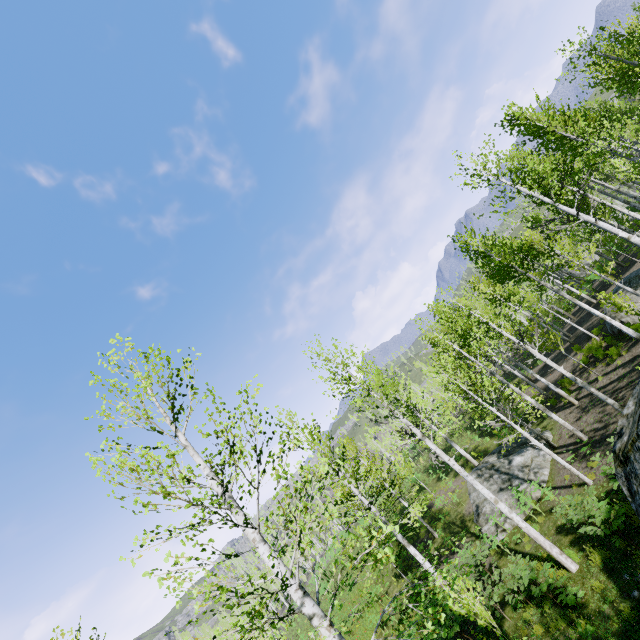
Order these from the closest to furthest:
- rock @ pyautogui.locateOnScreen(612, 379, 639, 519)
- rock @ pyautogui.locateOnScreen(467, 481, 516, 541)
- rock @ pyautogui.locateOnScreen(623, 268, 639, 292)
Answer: rock @ pyautogui.locateOnScreen(612, 379, 639, 519)
rock @ pyautogui.locateOnScreen(467, 481, 516, 541)
rock @ pyautogui.locateOnScreen(623, 268, 639, 292)

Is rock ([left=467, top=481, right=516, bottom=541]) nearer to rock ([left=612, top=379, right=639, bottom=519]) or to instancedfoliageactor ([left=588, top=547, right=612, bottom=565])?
instancedfoliageactor ([left=588, top=547, right=612, bottom=565])

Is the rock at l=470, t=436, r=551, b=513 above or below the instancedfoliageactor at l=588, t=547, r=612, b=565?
below

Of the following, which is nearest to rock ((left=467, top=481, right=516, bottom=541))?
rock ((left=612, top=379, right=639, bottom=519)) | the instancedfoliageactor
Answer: the instancedfoliageactor

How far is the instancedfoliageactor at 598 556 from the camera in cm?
837

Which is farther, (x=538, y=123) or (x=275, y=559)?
(x=538, y=123)

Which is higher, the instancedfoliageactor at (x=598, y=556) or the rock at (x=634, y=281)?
the rock at (x=634, y=281)

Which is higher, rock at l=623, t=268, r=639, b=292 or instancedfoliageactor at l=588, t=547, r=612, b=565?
rock at l=623, t=268, r=639, b=292
